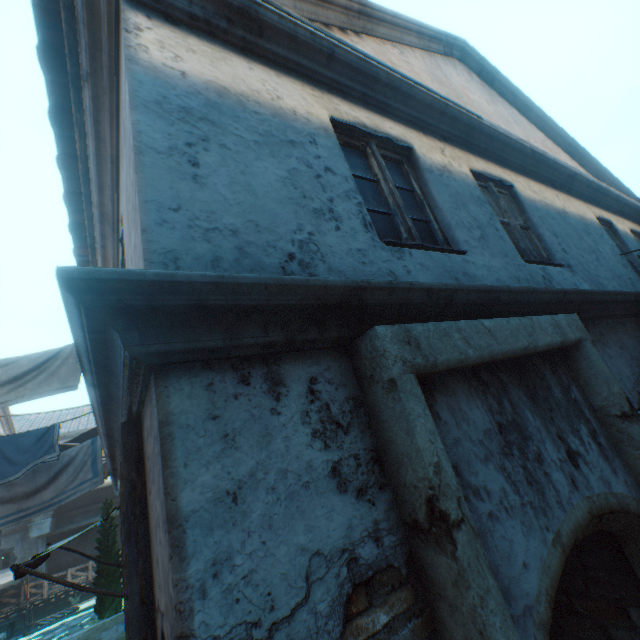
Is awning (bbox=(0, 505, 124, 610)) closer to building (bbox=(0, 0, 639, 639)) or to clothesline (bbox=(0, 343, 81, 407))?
building (bbox=(0, 0, 639, 639))

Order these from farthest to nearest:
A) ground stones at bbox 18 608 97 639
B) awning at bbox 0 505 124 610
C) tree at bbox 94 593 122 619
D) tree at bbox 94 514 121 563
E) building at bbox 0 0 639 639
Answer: ground stones at bbox 18 608 97 639, tree at bbox 94 514 121 563, tree at bbox 94 593 122 619, awning at bbox 0 505 124 610, building at bbox 0 0 639 639

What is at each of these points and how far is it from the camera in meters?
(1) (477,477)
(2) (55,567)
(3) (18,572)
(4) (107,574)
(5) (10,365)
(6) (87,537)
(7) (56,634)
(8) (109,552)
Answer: (1) building, 1.5 m
(2) building, 21.3 m
(3) awning, 5.5 m
(4) tree, 13.0 m
(5) clothesline, 4.1 m
(6) building, 22.6 m
(7) ground stones, 14.3 m
(8) tree, 13.2 m

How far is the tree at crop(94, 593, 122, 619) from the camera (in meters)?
12.55

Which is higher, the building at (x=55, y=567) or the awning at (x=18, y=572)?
the awning at (x=18, y=572)

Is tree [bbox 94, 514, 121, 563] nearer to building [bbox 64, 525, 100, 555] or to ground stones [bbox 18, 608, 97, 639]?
building [bbox 64, 525, 100, 555]

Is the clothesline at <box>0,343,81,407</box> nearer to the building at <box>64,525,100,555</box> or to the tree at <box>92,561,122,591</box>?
the building at <box>64,525,100,555</box>

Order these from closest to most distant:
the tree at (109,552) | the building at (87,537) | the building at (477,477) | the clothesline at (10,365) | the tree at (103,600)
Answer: the building at (477,477) < the clothesline at (10,365) < the tree at (103,600) < the tree at (109,552) < the building at (87,537)
